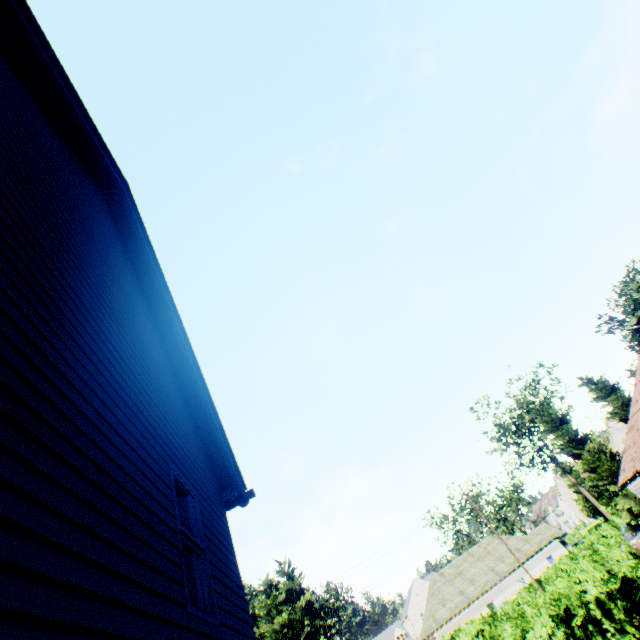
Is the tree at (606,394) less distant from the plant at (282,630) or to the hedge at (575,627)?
the hedge at (575,627)

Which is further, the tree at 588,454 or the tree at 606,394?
the tree at 606,394

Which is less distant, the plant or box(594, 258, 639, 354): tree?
box(594, 258, 639, 354): tree

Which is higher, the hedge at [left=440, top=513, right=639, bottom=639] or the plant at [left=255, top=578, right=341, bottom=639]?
the plant at [left=255, top=578, right=341, bottom=639]

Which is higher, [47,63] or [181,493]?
[47,63]

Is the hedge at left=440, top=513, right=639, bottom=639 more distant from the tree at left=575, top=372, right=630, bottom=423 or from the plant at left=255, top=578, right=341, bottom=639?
the plant at left=255, top=578, right=341, bottom=639

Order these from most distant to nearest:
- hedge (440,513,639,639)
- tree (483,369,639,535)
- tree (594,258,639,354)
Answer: tree (594,258,639,354), tree (483,369,639,535), hedge (440,513,639,639)
